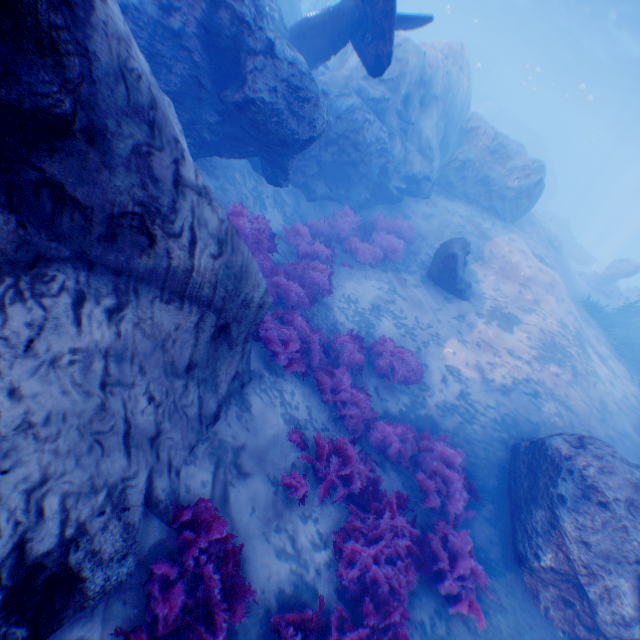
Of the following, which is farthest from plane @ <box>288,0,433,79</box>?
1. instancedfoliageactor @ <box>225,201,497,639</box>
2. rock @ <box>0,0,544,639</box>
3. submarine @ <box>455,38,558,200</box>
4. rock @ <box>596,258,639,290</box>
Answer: rock @ <box>596,258,639,290</box>

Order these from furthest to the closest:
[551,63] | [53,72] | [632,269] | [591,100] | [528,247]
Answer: [591,100] → [551,63] → [632,269] → [528,247] → [53,72]

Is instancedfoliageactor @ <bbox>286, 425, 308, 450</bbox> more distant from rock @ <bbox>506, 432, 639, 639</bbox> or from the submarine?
the submarine

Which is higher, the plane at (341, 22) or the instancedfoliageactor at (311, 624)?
the plane at (341, 22)

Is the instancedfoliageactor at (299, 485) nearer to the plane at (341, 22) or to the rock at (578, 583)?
the rock at (578, 583)

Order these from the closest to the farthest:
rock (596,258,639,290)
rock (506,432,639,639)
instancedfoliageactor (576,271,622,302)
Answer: rock (506,432,639,639), instancedfoliageactor (576,271,622,302), rock (596,258,639,290)

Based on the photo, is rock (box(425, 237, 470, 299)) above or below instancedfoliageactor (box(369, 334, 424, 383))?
above

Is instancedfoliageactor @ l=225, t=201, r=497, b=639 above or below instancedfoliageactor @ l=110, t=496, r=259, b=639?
below
